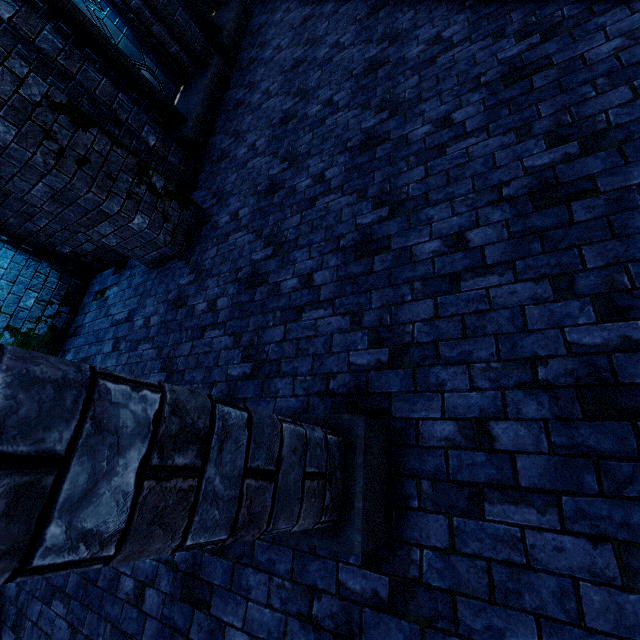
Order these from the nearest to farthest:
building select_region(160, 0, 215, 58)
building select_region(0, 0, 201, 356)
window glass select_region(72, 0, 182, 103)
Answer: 1. building select_region(0, 0, 201, 356)
2. window glass select_region(72, 0, 182, 103)
3. building select_region(160, 0, 215, 58)

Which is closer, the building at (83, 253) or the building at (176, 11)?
the building at (83, 253)

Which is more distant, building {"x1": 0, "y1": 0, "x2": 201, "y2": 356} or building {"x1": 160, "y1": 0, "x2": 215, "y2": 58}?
building {"x1": 160, "y1": 0, "x2": 215, "y2": 58}

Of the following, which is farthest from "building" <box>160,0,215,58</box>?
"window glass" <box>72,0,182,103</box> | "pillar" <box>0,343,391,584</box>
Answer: "window glass" <box>72,0,182,103</box>

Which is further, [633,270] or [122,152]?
[122,152]

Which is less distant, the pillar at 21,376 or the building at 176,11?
the pillar at 21,376
